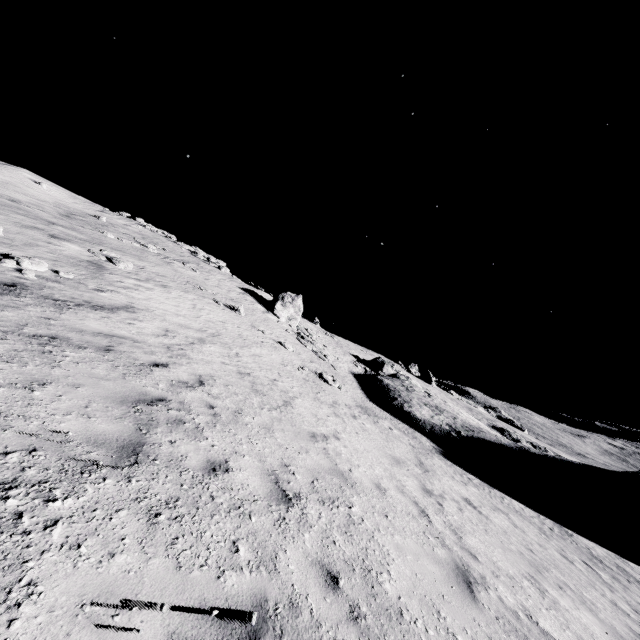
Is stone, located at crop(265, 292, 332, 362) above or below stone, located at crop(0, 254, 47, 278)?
above

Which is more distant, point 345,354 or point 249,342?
point 345,354

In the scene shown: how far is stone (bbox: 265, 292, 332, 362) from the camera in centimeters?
2741cm

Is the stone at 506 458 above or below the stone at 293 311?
below

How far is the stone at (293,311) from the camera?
27.41m

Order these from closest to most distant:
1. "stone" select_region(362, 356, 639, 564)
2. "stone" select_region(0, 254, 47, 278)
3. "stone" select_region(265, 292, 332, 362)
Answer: "stone" select_region(0, 254, 47, 278), "stone" select_region(362, 356, 639, 564), "stone" select_region(265, 292, 332, 362)

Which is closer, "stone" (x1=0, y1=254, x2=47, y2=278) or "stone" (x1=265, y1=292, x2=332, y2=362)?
"stone" (x1=0, y1=254, x2=47, y2=278)

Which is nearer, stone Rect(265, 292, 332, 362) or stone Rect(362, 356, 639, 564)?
stone Rect(362, 356, 639, 564)
